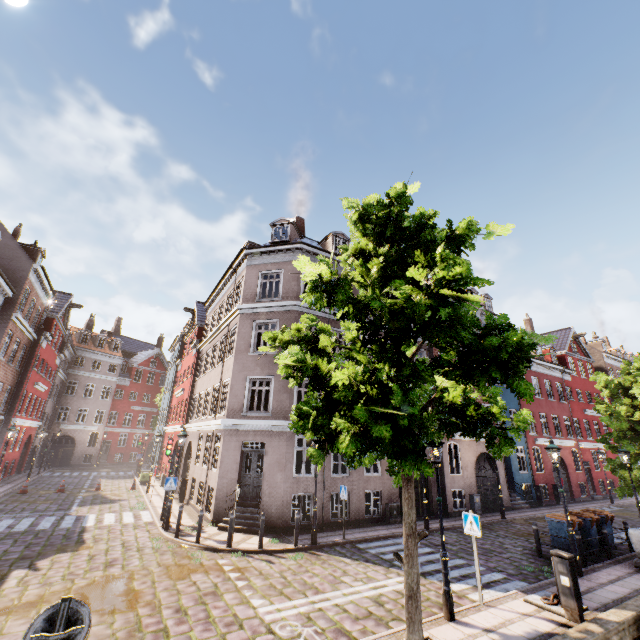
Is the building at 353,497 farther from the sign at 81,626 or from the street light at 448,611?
the sign at 81,626

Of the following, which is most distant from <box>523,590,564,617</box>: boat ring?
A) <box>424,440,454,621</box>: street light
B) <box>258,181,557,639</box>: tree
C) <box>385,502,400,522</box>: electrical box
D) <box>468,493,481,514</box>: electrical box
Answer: <box>468,493,481,514</box>: electrical box

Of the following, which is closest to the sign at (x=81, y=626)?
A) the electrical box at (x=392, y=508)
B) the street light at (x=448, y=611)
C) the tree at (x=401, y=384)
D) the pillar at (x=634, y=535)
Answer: the tree at (x=401, y=384)

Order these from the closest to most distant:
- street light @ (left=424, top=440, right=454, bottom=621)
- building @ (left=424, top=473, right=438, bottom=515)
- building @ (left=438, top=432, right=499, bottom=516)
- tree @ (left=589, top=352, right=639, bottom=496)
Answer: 1. street light @ (left=424, top=440, right=454, bottom=621)
2. tree @ (left=589, top=352, right=639, bottom=496)
3. building @ (left=424, top=473, right=438, bottom=515)
4. building @ (left=438, top=432, right=499, bottom=516)

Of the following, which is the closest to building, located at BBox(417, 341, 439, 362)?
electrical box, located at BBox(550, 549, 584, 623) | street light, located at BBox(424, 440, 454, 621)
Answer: street light, located at BBox(424, 440, 454, 621)

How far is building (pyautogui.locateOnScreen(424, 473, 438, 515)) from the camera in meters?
17.7

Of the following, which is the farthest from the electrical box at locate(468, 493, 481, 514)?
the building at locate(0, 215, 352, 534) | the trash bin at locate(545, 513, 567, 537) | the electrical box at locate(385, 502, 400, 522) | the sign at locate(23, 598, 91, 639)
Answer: the sign at locate(23, 598, 91, 639)

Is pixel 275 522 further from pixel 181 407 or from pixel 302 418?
pixel 181 407
